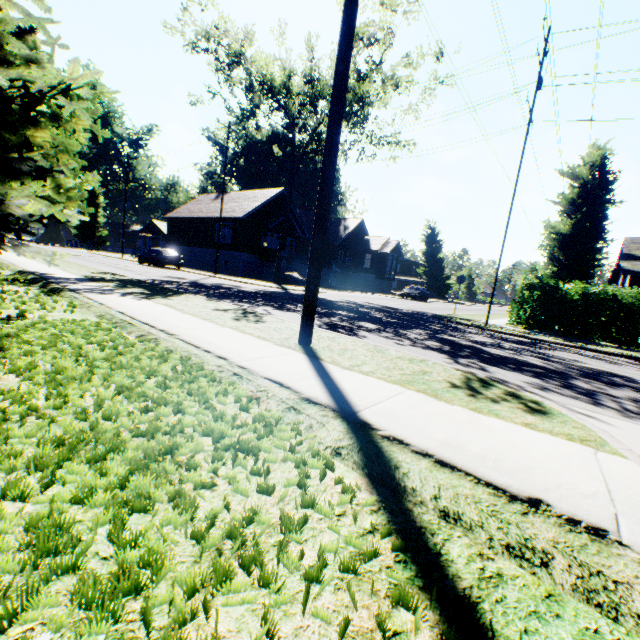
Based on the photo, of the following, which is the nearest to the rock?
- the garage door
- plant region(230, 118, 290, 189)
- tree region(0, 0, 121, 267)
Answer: the garage door

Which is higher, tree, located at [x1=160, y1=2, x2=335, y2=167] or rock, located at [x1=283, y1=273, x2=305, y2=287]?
tree, located at [x1=160, y1=2, x2=335, y2=167]

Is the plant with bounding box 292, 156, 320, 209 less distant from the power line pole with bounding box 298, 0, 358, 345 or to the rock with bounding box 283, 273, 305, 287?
the rock with bounding box 283, 273, 305, 287

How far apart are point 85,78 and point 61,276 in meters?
8.1

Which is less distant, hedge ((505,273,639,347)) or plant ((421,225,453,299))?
hedge ((505,273,639,347))

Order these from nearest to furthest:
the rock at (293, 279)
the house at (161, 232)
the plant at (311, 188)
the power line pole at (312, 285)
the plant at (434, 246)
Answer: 1. the power line pole at (312, 285)
2. the rock at (293, 279)
3. the plant at (311, 188)
4. the house at (161, 232)
5. the plant at (434, 246)

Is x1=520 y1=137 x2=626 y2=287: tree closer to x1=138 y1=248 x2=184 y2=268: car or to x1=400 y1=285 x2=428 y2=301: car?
x1=138 y1=248 x2=184 y2=268: car

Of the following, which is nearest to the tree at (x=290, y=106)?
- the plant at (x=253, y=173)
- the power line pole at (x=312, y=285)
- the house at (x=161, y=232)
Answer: the plant at (x=253, y=173)
